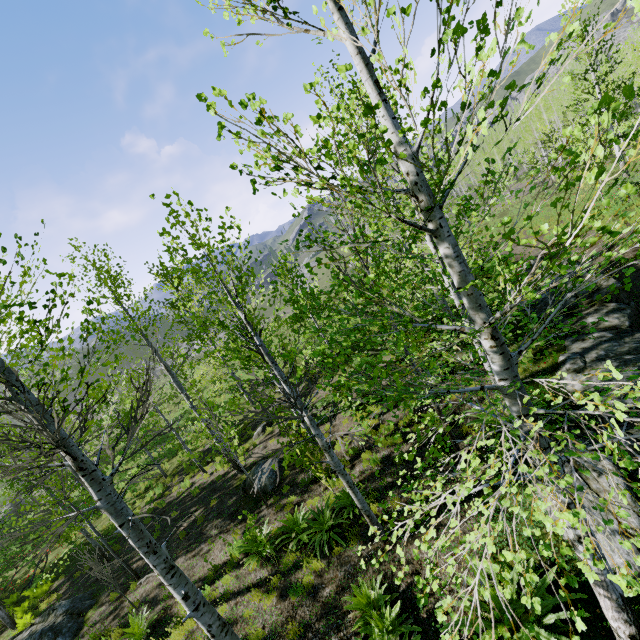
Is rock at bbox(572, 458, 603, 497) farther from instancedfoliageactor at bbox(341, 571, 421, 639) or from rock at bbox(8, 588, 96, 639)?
rock at bbox(8, 588, 96, 639)

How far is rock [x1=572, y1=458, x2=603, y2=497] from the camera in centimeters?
525cm

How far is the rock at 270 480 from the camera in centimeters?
1085cm

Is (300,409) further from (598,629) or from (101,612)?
(101,612)

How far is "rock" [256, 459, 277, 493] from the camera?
10.9 meters
